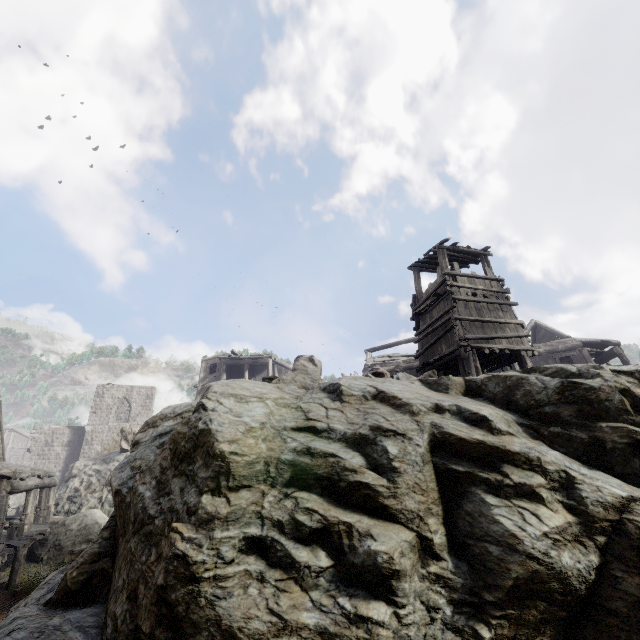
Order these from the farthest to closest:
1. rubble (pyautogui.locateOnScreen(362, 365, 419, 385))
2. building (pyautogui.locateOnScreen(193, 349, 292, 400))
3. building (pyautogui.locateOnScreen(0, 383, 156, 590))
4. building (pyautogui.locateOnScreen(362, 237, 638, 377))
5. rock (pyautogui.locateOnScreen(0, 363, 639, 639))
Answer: building (pyautogui.locateOnScreen(193, 349, 292, 400)) < building (pyautogui.locateOnScreen(362, 237, 638, 377)) < building (pyautogui.locateOnScreen(0, 383, 156, 590)) < rubble (pyautogui.locateOnScreen(362, 365, 419, 385)) < rock (pyautogui.locateOnScreen(0, 363, 639, 639))

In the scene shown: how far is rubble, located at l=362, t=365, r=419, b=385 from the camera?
6.5m

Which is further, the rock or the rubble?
the rubble

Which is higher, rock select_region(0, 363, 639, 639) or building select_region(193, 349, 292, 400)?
building select_region(193, 349, 292, 400)

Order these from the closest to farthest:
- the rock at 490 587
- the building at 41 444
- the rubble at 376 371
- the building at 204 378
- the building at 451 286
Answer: the rock at 490 587, the rubble at 376 371, the building at 41 444, the building at 451 286, the building at 204 378

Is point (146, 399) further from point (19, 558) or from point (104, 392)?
point (19, 558)

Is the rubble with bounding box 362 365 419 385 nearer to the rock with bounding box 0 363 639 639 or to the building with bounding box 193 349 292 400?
the rock with bounding box 0 363 639 639

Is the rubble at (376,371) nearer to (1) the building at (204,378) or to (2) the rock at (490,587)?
(2) the rock at (490,587)
